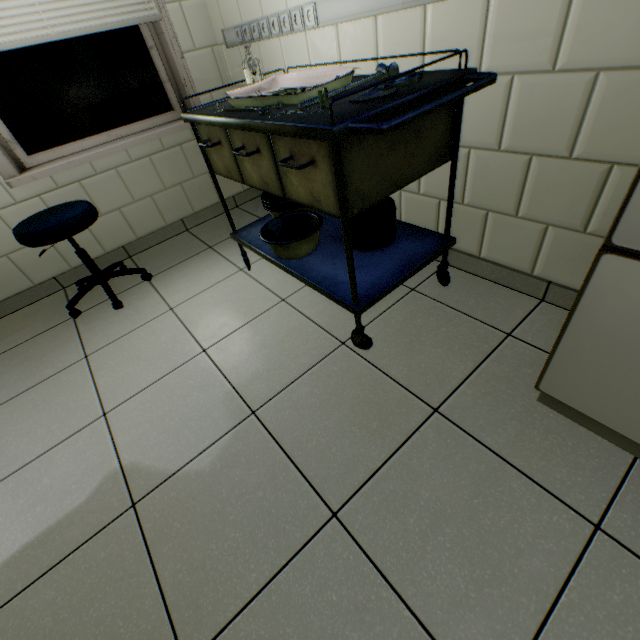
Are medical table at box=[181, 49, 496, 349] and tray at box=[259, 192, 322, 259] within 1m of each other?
yes

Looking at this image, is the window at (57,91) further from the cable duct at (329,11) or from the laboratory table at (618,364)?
the laboratory table at (618,364)

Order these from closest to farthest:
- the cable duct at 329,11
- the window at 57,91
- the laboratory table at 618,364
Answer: the laboratory table at 618,364, the cable duct at 329,11, the window at 57,91

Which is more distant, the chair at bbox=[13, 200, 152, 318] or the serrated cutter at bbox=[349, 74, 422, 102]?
the chair at bbox=[13, 200, 152, 318]

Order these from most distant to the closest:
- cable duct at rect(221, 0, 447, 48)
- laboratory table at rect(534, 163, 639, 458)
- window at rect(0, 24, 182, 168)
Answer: window at rect(0, 24, 182, 168) < cable duct at rect(221, 0, 447, 48) < laboratory table at rect(534, 163, 639, 458)

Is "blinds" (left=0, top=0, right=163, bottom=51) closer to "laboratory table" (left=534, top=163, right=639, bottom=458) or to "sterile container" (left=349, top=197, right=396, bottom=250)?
"sterile container" (left=349, top=197, right=396, bottom=250)

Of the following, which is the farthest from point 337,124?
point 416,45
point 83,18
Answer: point 83,18

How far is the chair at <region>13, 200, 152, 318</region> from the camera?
1.70m
